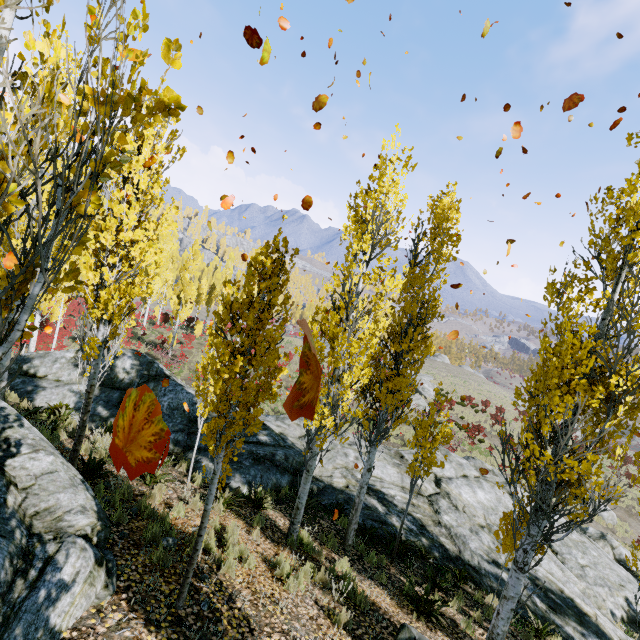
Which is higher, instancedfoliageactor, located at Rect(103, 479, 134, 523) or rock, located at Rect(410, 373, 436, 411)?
instancedfoliageactor, located at Rect(103, 479, 134, 523)

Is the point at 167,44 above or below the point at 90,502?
above

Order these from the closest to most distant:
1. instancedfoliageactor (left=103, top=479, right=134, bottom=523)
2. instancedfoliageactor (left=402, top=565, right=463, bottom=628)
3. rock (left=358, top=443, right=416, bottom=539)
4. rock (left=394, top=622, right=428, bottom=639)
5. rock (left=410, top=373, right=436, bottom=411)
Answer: rock (left=394, top=622, right=428, bottom=639), instancedfoliageactor (left=103, top=479, right=134, bottom=523), instancedfoliageactor (left=402, top=565, right=463, bottom=628), rock (left=358, top=443, right=416, bottom=539), rock (left=410, top=373, right=436, bottom=411)

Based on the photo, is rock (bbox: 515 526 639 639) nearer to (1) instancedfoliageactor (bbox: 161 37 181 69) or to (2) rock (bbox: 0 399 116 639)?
(1) instancedfoliageactor (bbox: 161 37 181 69)

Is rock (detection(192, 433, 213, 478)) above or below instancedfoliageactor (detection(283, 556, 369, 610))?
below

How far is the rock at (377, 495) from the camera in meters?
10.8 m

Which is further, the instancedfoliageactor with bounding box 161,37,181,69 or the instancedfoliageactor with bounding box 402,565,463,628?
the instancedfoliageactor with bounding box 402,565,463,628

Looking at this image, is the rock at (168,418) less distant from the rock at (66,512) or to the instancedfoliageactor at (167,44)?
the instancedfoliageactor at (167,44)
